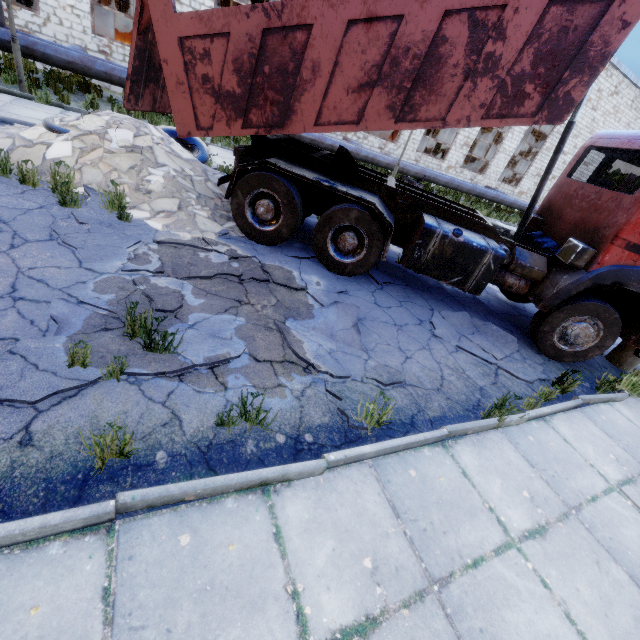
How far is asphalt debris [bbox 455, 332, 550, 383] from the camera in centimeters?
505cm

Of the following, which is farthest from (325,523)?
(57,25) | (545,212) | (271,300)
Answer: (57,25)

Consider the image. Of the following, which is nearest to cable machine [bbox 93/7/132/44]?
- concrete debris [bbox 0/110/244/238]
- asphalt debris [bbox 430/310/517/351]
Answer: concrete debris [bbox 0/110/244/238]

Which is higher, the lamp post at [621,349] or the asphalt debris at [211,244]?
the lamp post at [621,349]

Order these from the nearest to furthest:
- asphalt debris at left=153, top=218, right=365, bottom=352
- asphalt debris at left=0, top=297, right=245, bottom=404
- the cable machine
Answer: asphalt debris at left=0, top=297, right=245, bottom=404
asphalt debris at left=153, top=218, right=365, bottom=352
the cable machine

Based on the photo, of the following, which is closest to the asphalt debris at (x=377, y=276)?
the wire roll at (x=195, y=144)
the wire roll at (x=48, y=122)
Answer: the wire roll at (x=48, y=122)

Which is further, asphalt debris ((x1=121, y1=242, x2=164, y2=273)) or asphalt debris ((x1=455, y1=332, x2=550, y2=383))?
asphalt debris ((x1=455, y1=332, x2=550, y2=383))

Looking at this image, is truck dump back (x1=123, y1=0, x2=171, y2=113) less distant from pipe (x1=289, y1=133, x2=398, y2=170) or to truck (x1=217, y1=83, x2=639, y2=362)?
truck (x1=217, y1=83, x2=639, y2=362)
